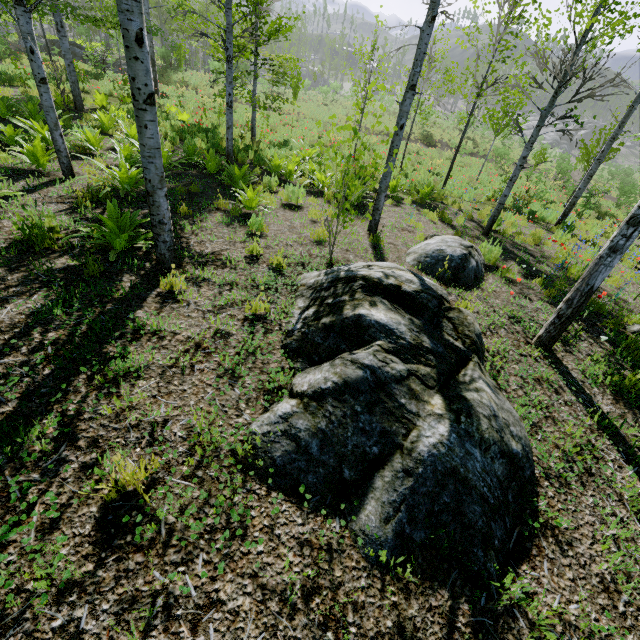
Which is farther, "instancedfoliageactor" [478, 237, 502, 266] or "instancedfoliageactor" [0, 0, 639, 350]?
"instancedfoliageactor" [478, 237, 502, 266]

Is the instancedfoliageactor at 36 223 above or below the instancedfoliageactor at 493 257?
above

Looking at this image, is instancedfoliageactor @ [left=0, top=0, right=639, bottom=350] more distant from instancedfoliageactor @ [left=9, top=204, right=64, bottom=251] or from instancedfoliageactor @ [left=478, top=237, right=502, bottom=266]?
instancedfoliageactor @ [left=478, top=237, right=502, bottom=266]

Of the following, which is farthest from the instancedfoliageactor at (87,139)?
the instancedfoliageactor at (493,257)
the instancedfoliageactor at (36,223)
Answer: the instancedfoliageactor at (493,257)

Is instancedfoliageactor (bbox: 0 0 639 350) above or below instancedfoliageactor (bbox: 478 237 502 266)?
above

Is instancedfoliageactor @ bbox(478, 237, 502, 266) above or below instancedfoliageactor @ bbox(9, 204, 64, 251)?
below

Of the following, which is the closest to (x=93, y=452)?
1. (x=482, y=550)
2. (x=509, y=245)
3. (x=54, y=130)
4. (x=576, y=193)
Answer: (x=482, y=550)
